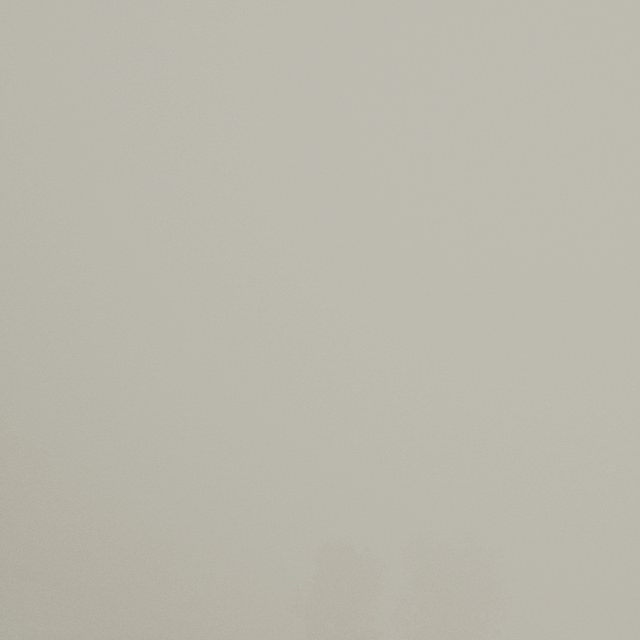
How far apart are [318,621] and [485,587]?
19.3m
